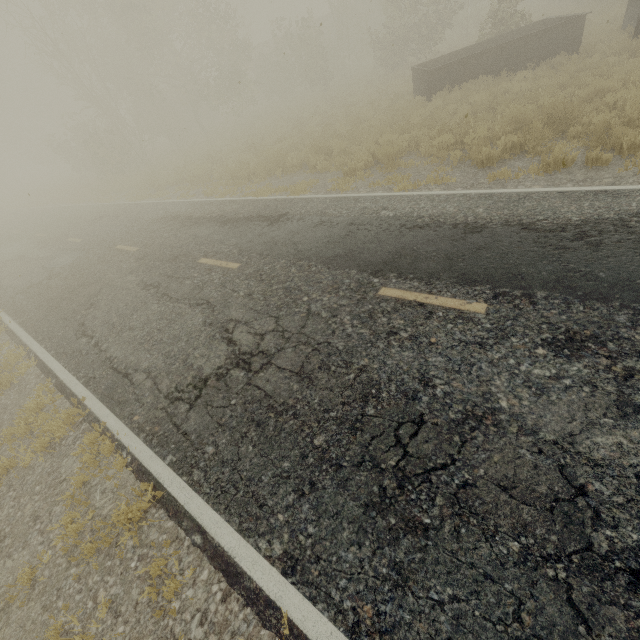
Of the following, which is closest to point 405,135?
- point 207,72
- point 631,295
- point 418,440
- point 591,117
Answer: point 591,117

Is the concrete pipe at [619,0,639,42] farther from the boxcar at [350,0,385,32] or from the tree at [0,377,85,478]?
the boxcar at [350,0,385,32]

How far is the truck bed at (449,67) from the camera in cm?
1223

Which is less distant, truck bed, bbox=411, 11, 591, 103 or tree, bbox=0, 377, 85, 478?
tree, bbox=0, 377, 85, 478

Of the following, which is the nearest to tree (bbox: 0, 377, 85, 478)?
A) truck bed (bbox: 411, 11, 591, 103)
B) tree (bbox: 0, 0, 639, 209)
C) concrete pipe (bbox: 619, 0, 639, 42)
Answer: truck bed (bbox: 411, 11, 591, 103)

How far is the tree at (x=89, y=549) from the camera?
3.42m

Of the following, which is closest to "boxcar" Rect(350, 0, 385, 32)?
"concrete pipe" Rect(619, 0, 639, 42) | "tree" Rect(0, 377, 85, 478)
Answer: "concrete pipe" Rect(619, 0, 639, 42)

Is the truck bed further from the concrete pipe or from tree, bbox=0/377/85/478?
tree, bbox=0/377/85/478
